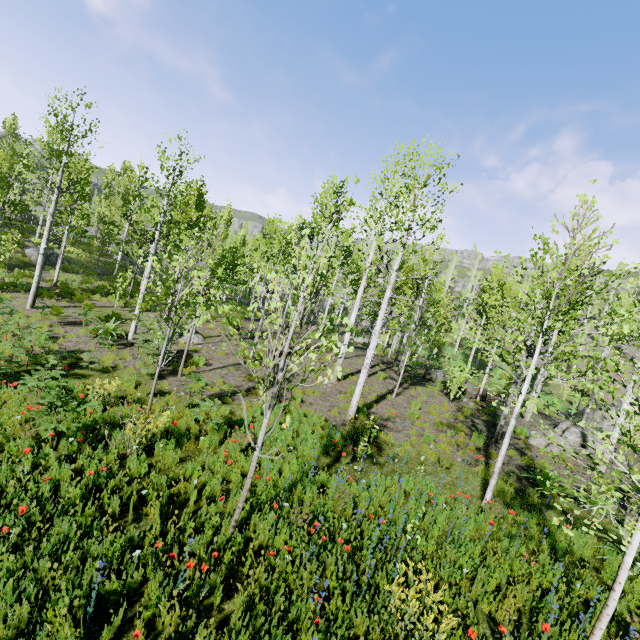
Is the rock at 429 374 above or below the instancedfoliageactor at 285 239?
below

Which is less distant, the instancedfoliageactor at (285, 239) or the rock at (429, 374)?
the instancedfoliageactor at (285, 239)

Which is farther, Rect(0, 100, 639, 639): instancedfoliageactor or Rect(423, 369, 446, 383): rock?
Rect(423, 369, 446, 383): rock

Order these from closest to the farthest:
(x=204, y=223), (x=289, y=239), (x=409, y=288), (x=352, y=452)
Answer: (x=352, y=452) < (x=289, y=239) < (x=409, y=288) < (x=204, y=223)

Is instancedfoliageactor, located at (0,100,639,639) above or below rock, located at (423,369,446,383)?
above

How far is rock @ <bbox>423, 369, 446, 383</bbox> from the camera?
18.9m
